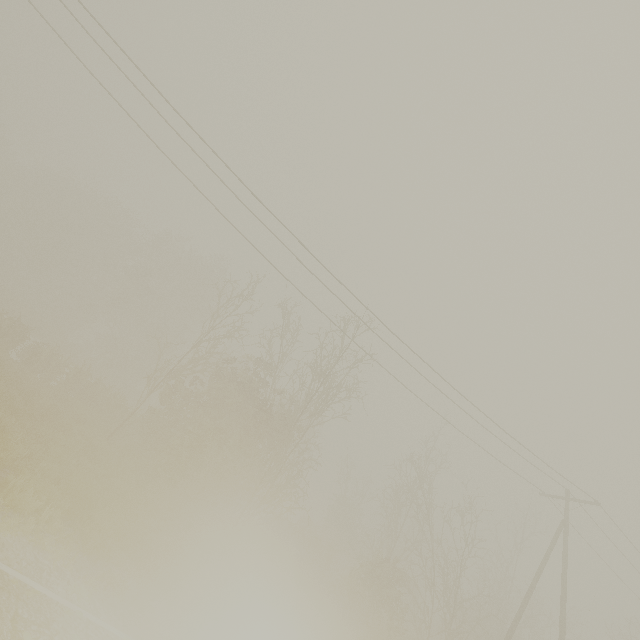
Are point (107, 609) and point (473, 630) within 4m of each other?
no
